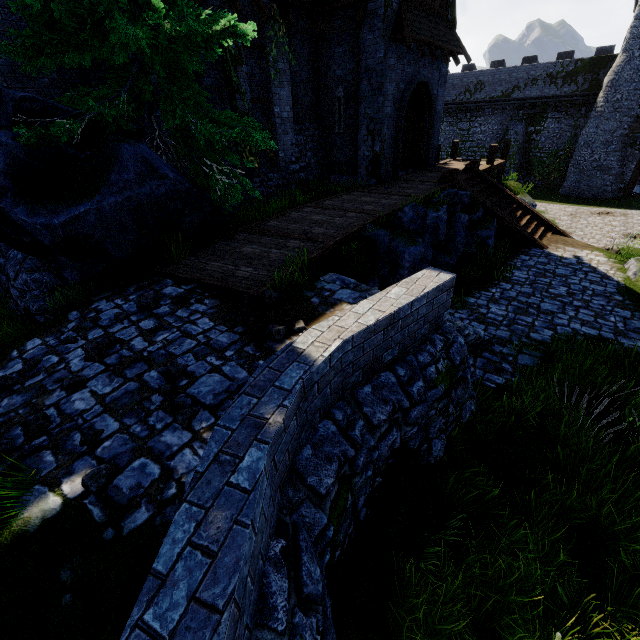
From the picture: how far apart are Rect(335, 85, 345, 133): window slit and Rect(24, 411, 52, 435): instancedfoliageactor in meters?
14.2

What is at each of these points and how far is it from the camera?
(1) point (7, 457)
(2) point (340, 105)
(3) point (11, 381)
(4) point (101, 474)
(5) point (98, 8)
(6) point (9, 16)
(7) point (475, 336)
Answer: (1) instancedfoliageactor, 2.70m
(2) window slit, 13.29m
(3) instancedfoliageactor, 3.97m
(4) instancedfoliageactor, 2.70m
(5) tree, 5.52m
(6) building, 6.52m
(7) stairs, 6.82m

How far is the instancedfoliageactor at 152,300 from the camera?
5.3m

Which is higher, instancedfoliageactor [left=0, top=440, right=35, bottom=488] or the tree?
the tree

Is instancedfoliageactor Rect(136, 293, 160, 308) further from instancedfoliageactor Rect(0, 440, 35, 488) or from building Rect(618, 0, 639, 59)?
building Rect(618, 0, 639, 59)

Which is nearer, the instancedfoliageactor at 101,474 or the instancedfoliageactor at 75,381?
the instancedfoliageactor at 101,474

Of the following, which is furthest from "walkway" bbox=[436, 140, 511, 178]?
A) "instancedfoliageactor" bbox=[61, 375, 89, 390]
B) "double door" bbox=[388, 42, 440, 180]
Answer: "instancedfoliageactor" bbox=[61, 375, 89, 390]

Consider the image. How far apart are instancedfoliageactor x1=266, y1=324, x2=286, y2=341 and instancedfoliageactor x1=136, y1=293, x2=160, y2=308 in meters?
2.2 m
